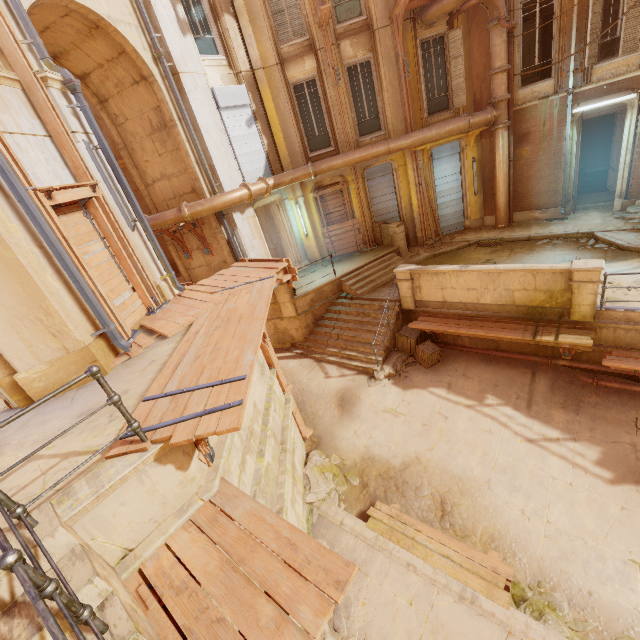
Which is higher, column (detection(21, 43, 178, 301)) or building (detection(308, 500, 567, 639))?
column (detection(21, 43, 178, 301))

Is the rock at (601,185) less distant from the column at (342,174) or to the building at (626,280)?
the building at (626,280)

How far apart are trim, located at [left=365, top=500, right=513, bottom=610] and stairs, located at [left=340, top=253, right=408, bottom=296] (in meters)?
7.22

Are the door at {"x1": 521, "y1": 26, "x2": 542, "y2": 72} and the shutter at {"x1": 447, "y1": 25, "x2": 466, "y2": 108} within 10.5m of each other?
yes

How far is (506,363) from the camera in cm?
979

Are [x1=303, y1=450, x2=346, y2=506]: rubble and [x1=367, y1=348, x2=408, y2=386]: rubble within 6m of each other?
yes

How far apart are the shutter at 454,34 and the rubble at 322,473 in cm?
1418

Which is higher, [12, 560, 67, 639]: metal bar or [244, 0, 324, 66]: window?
[244, 0, 324, 66]: window
